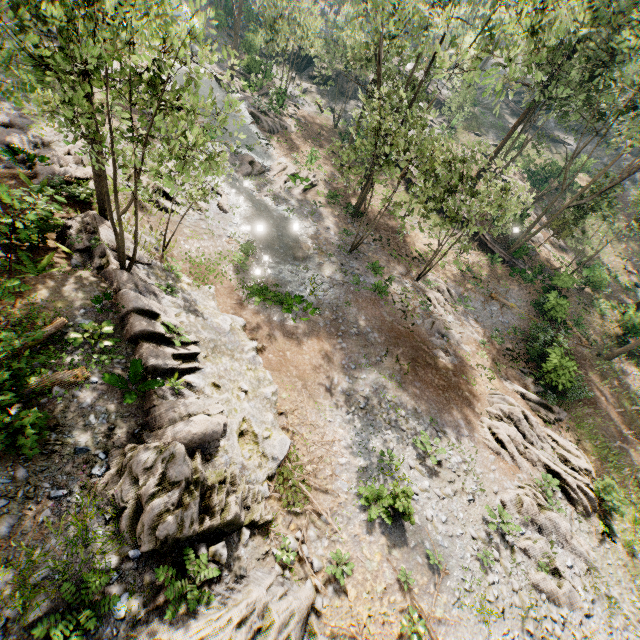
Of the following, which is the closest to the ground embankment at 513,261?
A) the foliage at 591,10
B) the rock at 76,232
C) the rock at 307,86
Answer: the foliage at 591,10

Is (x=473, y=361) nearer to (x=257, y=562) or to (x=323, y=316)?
(x=323, y=316)

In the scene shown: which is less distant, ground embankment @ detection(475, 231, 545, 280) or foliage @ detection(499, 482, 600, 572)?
foliage @ detection(499, 482, 600, 572)

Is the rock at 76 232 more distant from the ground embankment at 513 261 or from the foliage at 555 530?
the ground embankment at 513 261

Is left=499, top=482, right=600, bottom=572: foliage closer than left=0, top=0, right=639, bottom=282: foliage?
No

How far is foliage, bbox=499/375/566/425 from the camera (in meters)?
19.36

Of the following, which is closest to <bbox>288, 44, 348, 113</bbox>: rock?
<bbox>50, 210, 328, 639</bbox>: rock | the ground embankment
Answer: the ground embankment

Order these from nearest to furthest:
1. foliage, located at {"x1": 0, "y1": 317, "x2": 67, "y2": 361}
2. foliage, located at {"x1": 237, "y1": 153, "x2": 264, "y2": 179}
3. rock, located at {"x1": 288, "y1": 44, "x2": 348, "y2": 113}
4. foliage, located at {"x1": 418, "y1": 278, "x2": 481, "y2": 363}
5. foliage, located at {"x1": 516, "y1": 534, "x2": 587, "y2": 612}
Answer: foliage, located at {"x1": 0, "y1": 317, "x2": 67, "y2": 361} < foliage, located at {"x1": 516, "y1": 534, "x2": 587, "y2": 612} < foliage, located at {"x1": 418, "y1": 278, "x2": 481, "y2": 363} < foliage, located at {"x1": 237, "y1": 153, "x2": 264, "y2": 179} < rock, located at {"x1": 288, "y1": 44, "x2": 348, "y2": 113}
